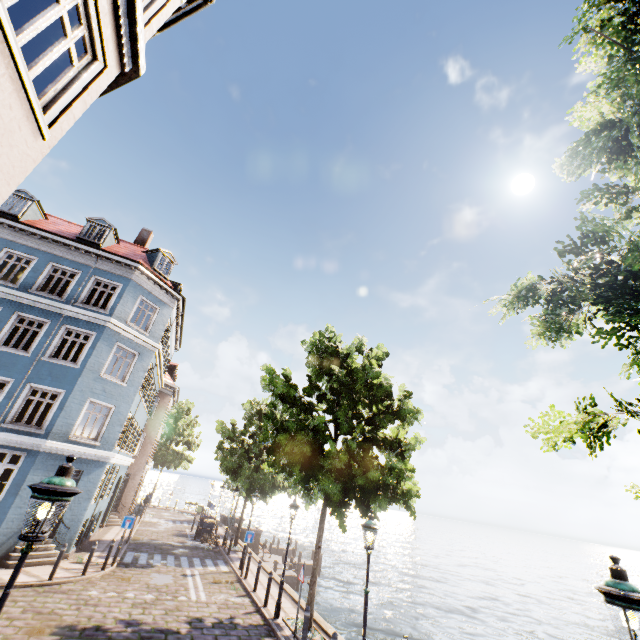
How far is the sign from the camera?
14.82m

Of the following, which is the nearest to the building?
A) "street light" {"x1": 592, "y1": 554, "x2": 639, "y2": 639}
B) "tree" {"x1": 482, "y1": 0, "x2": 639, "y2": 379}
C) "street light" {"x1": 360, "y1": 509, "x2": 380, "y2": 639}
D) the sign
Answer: the sign

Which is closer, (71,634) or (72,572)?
(71,634)

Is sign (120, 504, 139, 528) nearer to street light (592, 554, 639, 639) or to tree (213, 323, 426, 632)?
tree (213, 323, 426, 632)

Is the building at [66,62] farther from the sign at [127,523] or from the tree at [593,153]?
the tree at [593,153]

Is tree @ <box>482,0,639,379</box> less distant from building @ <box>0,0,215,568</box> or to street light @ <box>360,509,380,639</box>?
street light @ <box>360,509,380,639</box>

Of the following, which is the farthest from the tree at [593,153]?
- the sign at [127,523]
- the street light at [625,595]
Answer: the sign at [127,523]

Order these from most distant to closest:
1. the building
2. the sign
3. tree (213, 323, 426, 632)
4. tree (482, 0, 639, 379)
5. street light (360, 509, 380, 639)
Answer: the sign < tree (213, 323, 426, 632) < street light (360, 509, 380, 639) < the building < tree (482, 0, 639, 379)
